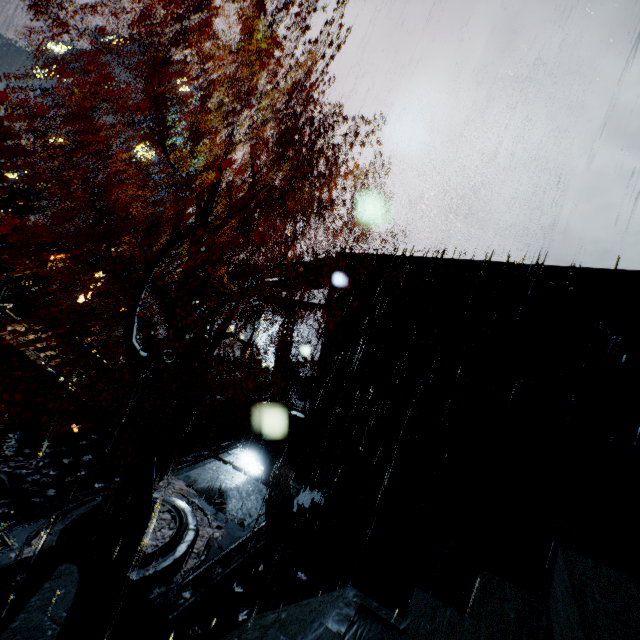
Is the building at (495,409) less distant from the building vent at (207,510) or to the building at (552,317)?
the building at (552,317)

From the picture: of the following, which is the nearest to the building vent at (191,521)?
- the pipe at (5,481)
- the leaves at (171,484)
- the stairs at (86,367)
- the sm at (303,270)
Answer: the leaves at (171,484)

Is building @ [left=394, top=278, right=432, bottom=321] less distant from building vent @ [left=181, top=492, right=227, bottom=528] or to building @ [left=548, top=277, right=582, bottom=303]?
building @ [left=548, top=277, right=582, bottom=303]

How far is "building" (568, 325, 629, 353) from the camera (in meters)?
11.05

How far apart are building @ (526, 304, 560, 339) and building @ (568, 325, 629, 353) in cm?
46

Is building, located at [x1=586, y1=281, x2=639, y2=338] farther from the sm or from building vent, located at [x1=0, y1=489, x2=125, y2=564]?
building vent, located at [x1=0, y1=489, x2=125, y2=564]

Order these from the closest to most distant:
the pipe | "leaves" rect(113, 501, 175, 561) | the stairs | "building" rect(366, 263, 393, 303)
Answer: "leaves" rect(113, 501, 175, 561) → the pipe → "building" rect(366, 263, 393, 303) → the stairs

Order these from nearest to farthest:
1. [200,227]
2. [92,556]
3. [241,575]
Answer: [92,556] → [200,227] → [241,575]
